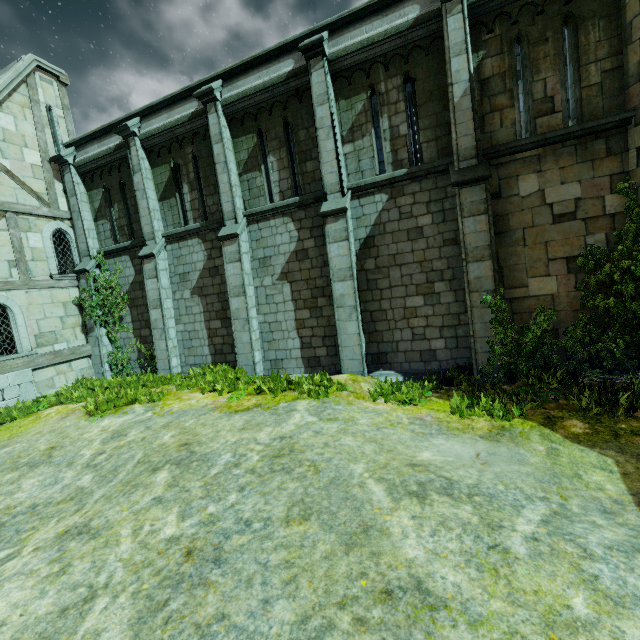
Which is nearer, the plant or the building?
the plant

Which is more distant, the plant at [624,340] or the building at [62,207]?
the building at [62,207]

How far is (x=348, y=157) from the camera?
9.57m
